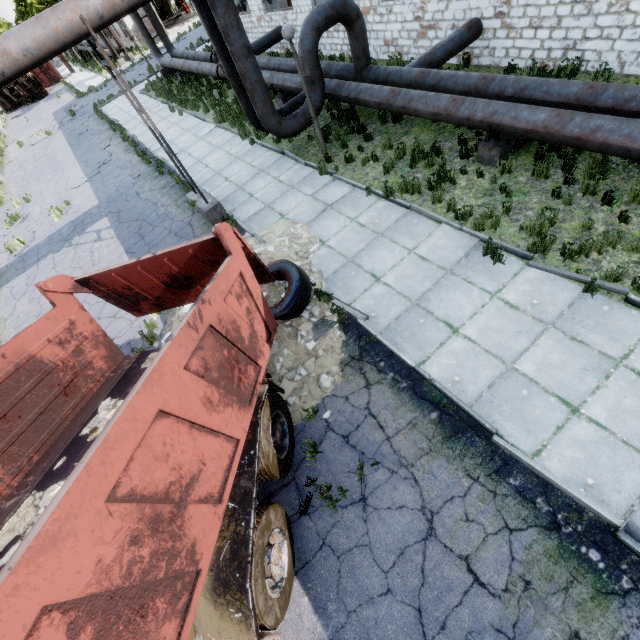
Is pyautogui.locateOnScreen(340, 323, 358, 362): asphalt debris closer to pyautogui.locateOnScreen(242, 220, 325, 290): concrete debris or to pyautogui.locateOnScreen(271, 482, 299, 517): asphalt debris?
pyautogui.locateOnScreen(242, 220, 325, 290): concrete debris

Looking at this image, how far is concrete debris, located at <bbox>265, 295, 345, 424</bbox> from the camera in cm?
584

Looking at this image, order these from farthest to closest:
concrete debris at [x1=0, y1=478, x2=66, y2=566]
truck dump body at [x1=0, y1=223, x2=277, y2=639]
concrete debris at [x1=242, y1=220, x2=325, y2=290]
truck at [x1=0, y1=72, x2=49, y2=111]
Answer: truck at [x1=0, y1=72, x2=49, y2=111], concrete debris at [x1=242, y1=220, x2=325, y2=290], concrete debris at [x1=0, y1=478, x2=66, y2=566], truck dump body at [x1=0, y1=223, x2=277, y2=639]

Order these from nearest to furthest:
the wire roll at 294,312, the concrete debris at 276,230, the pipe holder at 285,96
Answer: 1. the wire roll at 294,312
2. the concrete debris at 276,230
3. the pipe holder at 285,96

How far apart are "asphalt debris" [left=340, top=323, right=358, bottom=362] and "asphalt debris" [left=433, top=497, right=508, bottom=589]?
2.0m

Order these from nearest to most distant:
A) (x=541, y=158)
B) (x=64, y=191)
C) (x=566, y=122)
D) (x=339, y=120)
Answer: (x=566, y=122)
(x=541, y=158)
(x=339, y=120)
(x=64, y=191)

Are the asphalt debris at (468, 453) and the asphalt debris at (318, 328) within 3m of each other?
yes

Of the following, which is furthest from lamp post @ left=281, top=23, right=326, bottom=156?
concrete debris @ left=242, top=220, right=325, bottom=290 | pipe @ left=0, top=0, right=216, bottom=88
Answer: concrete debris @ left=242, top=220, right=325, bottom=290
